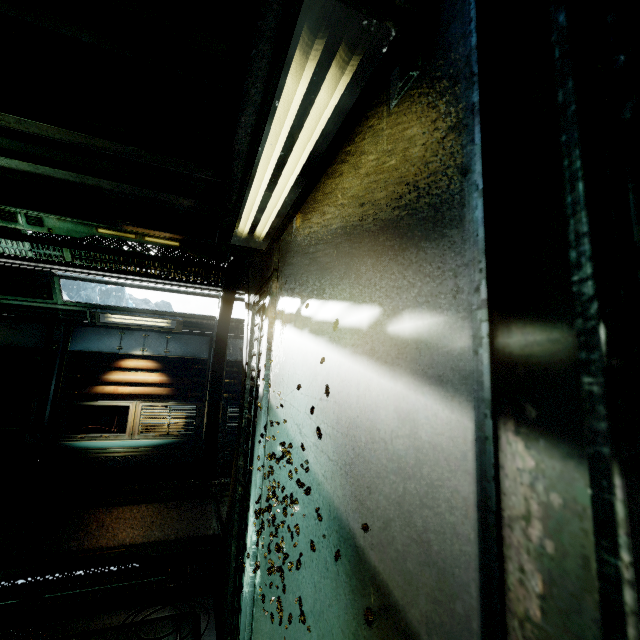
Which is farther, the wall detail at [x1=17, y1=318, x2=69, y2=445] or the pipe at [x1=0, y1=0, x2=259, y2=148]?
the wall detail at [x1=17, y1=318, x2=69, y2=445]

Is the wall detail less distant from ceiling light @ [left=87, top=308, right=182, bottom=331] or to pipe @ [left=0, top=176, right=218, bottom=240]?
ceiling light @ [left=87, top=308, right=182, bottom=331]

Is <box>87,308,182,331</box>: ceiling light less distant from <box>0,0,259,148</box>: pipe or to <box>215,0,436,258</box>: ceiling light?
<box>215,0,436,258</box>: ceiling light

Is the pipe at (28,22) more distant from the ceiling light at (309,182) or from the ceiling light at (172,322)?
the ceiling light at (172,322)

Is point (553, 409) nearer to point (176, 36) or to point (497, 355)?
point (497, 355)

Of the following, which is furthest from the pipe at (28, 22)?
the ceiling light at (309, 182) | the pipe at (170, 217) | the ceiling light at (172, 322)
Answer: the ceiling light at (172, 322)

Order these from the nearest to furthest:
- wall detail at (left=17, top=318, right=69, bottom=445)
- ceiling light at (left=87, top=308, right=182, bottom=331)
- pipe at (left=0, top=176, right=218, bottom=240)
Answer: pipe at (left=0, top=176, right=218, bottom=240)
wall detail at (left=17, top=318, right=69, bottom=445)
ceiling light at (left=87, top=308, right=182, bottom=331)

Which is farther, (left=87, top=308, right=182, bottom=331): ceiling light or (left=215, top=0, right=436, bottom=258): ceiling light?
(left=87, top=308, right=182, bottom=331): ceiling light
